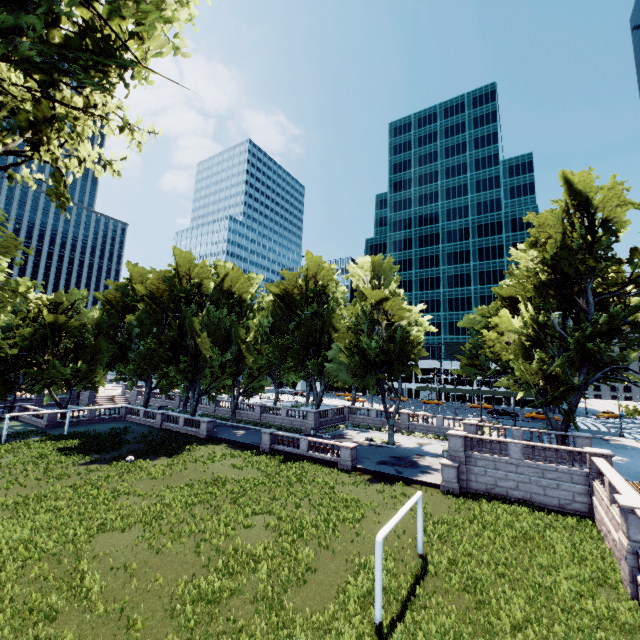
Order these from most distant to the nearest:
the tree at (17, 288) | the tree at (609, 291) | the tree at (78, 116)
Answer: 1. the tree at (17, 288)
2. the tree at (609, 291)
3. the tree at (78, 116)

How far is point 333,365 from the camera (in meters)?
41.97

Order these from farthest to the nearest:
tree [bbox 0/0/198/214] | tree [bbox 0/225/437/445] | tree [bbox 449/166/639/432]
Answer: tree [bbox 0/225/437/445] → tree [bbox 449/166/639/432] → tree [bbox 0/0/198/214]

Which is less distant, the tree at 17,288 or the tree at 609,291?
the tree at 609,291

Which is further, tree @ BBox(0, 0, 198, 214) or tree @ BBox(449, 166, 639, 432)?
tree @ BBox(449, 166, 639, 432)
